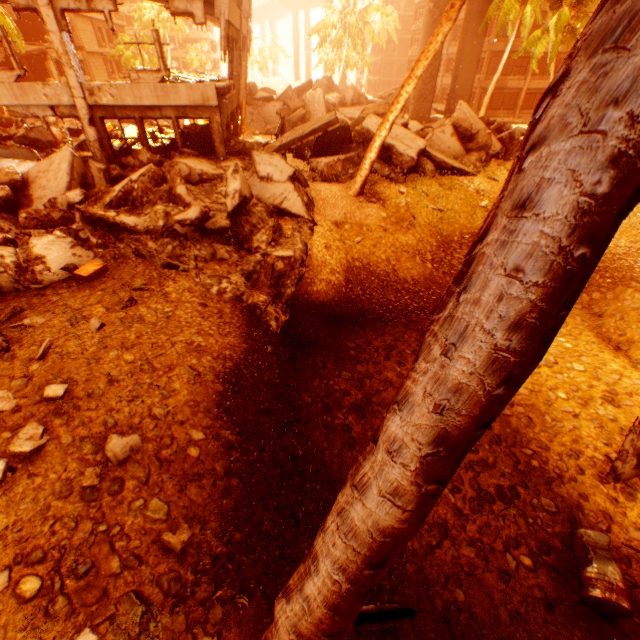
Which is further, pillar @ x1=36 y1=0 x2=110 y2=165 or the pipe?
pillar @ x1=36 y1=0 x2=110 y2=165

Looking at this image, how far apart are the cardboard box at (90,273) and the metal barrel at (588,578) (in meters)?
10.23

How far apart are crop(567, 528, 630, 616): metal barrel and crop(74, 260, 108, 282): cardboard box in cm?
1023

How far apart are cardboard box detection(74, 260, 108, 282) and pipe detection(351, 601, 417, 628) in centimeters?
759cm

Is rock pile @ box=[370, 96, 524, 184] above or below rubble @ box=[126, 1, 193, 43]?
below

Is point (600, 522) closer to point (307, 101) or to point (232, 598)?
point (232, 598)

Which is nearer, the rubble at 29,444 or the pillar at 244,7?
the rubble at 29,444

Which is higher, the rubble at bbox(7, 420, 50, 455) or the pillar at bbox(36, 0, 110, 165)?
the pillar at bbox(36, 0, 110, 165)
